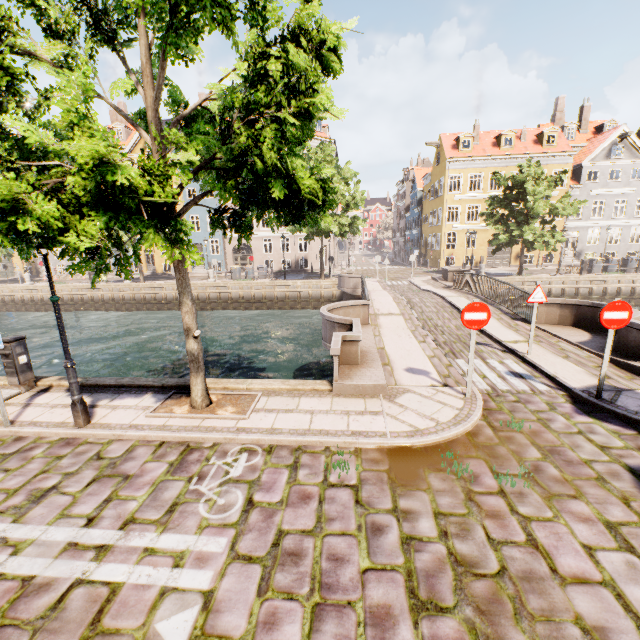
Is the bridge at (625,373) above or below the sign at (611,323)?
below

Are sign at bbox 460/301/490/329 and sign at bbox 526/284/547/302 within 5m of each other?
yes

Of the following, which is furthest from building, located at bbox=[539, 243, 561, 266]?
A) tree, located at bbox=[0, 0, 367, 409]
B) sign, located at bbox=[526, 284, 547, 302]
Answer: sign, located at bbox=[526, 284, 547, 302]

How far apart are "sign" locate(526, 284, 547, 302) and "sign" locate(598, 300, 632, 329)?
2.5 meters

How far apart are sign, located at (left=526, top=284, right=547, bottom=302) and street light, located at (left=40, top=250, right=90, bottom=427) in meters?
10.1

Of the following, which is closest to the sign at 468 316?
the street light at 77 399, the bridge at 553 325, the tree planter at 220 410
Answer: the bridge at 553 325

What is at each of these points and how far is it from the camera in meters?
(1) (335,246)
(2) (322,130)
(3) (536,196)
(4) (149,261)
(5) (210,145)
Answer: (1) building, 43.2 m
(2) building, 37.2 m
(3) tree, 21.9 m
(4) building, 38.8 m
(5) tree, 4.1 m

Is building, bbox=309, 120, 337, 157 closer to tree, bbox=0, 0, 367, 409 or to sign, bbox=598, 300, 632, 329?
tree, bbox=0, 0, 367, 409
